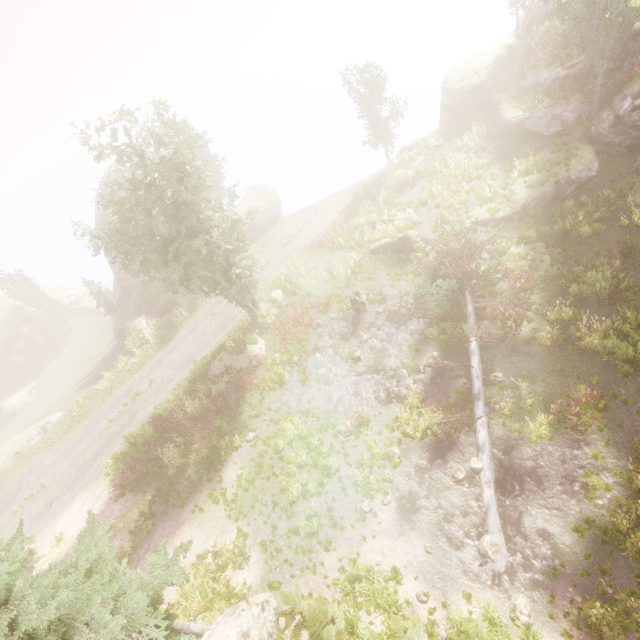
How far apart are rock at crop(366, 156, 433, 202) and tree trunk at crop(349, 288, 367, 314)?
10.4m

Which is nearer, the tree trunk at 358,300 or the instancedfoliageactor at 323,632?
the instancedfoliageactor at 323,632

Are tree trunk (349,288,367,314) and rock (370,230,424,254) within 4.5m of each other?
yes

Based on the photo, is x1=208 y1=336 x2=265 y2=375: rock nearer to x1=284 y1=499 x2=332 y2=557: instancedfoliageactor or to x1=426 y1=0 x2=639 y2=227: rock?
x1=284 y1=499 x2=332 y2=557: instancedfoliageactor

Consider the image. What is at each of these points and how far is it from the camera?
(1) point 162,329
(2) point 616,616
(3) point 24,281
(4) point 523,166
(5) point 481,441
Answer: (1) instancedfoliageactor, 29.83m
(2) instancedfoliageactor, 7.69m
(3) instancedfoliageactor, 41.28m
(4) instancedfoliageactor, 17.98m
(5) tree, 11.64m

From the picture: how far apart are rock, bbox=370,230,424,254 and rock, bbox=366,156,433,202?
6.21m

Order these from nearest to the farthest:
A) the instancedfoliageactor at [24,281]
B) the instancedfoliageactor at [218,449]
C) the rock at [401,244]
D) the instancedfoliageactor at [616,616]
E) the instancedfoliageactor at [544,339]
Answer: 1. the instancedfoliageactor at [616,616]
2. the instancedfoliageactor at [544,339]
3. the instancedfoliageactor at [218,449]
4. the rock at [401,244]
5. the instancedfoliageactor at [24,281]

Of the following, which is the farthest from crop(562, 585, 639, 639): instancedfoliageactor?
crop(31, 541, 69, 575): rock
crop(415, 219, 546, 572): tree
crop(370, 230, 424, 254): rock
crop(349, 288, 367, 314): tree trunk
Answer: crop(349, 288, 367, 314): tree trunk
